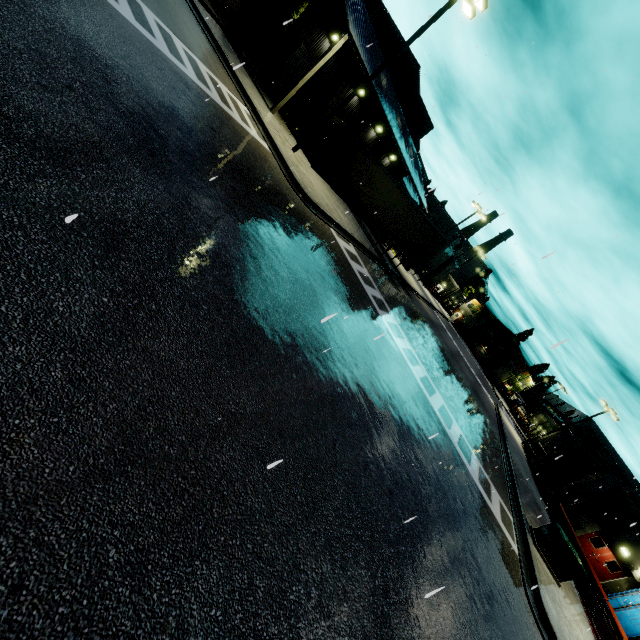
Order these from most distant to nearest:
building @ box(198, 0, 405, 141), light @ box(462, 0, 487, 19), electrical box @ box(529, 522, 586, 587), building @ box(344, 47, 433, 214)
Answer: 1. building @ box(344, 47, 433, 214)
2. building @ box(198, 0, 405, 141)
3. light @ box(462, 0, 487, 19)
4. electrical box @ box(529, 522, 586, 587)

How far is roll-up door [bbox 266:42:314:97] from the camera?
21.73m

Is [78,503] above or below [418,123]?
below

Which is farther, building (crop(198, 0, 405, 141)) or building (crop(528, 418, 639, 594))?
building (crop(528, 418, 639, 594))

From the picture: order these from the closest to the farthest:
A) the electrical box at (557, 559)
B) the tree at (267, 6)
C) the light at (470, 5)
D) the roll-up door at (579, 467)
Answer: the electrical box at (557, 559) → the light at (470, 5) → the tree at (267, 6) → the roll-up door at (579, 467)

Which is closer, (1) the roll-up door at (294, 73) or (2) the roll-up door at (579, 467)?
(1) the roll-up door at (294, 73)

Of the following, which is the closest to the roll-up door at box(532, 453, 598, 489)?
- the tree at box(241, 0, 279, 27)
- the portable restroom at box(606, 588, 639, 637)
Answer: the portable restroom at box(606, 588, 639, 637)

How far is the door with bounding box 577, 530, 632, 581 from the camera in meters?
21.9 m
